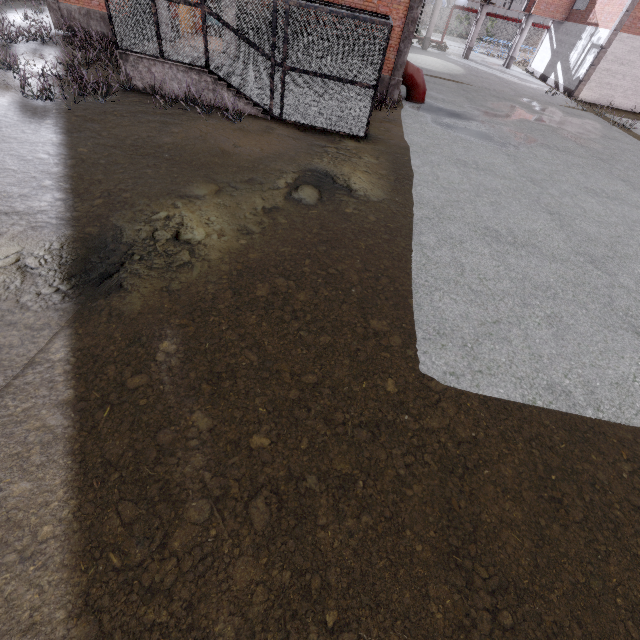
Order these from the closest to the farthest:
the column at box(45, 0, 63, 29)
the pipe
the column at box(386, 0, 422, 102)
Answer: the column at box(386, 0, 422, 102) → the column at box(45, 0, 63, 29) → the pipe

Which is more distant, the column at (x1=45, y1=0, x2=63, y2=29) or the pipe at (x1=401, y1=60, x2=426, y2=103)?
the pipe at (x1=401, y1=60, x2=426, y2=103)

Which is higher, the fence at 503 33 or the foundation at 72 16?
the fence at 503 33

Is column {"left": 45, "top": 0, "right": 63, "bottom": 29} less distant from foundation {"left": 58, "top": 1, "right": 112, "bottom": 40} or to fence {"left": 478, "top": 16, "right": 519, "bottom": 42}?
foundation {"left": 58, "top": 1, "right": 112, "bottom": 40}

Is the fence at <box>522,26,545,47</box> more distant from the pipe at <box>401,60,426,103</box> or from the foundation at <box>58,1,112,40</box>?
the pipe at <box>401,60,426,103</box>

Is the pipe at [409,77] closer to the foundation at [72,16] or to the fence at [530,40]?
the foundation at [72,16]

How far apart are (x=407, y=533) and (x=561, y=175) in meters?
14.0 m

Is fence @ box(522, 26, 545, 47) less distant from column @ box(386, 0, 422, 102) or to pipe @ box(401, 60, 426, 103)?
column @ box(386, 0, 422, 102)
